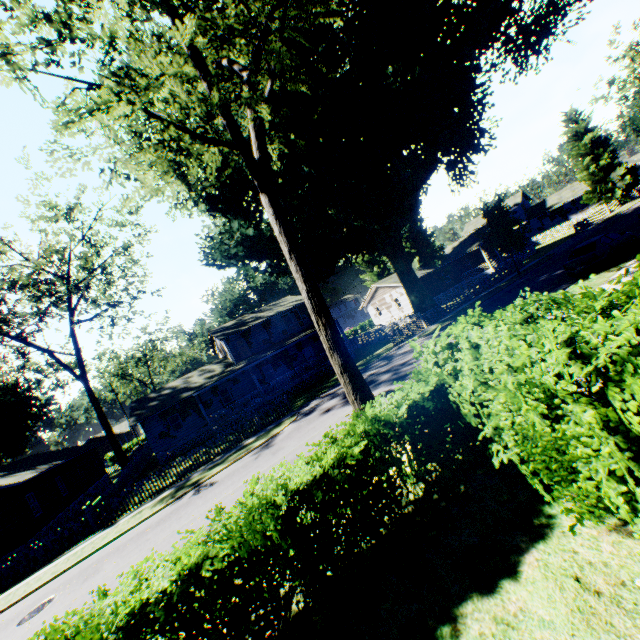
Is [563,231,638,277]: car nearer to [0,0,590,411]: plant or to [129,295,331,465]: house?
[0,0,590,411]: plant

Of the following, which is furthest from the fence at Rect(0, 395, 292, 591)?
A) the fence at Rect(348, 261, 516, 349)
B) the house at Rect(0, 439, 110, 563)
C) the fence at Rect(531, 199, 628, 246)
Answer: the fence at Rect(531, 199, 628, 246)

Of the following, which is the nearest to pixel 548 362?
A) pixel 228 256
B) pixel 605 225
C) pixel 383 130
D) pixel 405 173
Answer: pixel 383 130

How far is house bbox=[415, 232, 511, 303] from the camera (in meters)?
42.75

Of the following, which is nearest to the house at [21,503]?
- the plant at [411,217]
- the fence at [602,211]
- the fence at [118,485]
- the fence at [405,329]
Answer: the plant at [411,217]

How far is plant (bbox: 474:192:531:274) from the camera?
29.53m

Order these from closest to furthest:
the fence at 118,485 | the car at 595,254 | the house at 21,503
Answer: the fence at 118,485 < the car at 595,254 < the house at 21,503
